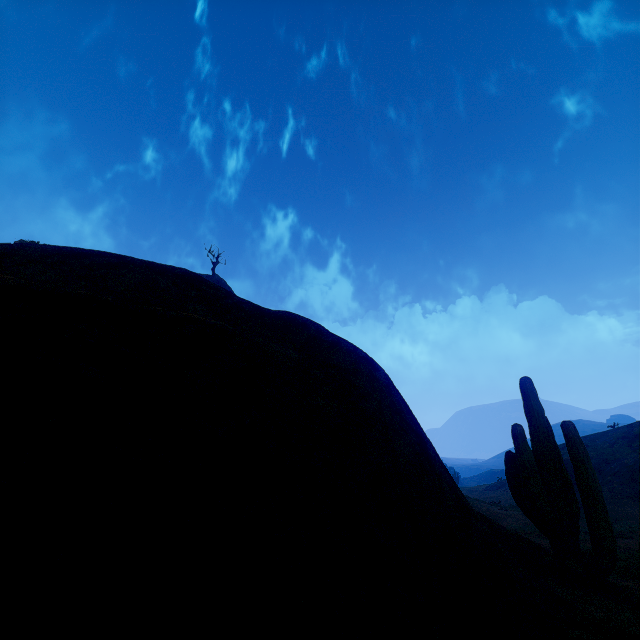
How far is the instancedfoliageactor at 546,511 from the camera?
6.0m

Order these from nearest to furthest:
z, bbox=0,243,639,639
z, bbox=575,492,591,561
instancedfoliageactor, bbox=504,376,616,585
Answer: z, bbox=0,243,639,639, instancedfoliageactor, bbox=504,376,616,585, z, bbox=575,492,591,561

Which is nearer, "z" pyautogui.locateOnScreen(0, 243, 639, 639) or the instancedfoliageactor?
"z" pyautogui.locateOnScreen(0, 243, 639, 639)

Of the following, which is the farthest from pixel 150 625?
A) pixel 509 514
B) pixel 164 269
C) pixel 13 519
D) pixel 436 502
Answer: pixel 509 514

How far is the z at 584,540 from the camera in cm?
892

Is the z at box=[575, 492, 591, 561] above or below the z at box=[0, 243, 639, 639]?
below

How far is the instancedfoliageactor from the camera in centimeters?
605cm

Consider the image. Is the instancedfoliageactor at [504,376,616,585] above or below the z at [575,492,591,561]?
above
